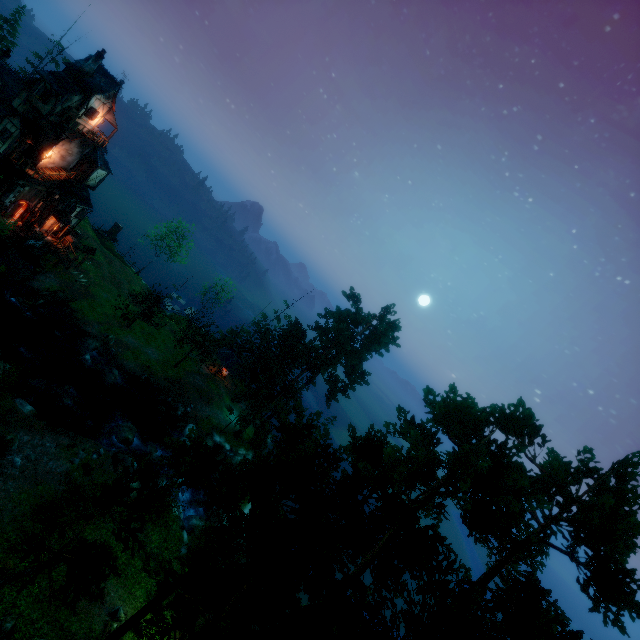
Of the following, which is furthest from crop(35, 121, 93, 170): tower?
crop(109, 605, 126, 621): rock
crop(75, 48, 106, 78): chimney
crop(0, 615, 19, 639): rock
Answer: crop(109, 605, 126, 621): rock

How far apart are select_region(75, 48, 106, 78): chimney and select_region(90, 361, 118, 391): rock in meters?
29.1

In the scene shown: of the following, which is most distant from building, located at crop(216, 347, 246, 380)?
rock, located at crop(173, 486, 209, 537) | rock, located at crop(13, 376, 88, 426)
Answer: rock, located at crop(13, 376, 88, 426)

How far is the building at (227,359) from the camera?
46.7 meters

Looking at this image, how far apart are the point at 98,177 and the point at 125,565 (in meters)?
40.27

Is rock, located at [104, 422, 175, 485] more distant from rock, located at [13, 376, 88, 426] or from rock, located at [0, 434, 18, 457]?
rock, located at [0, 434, 18, 457]

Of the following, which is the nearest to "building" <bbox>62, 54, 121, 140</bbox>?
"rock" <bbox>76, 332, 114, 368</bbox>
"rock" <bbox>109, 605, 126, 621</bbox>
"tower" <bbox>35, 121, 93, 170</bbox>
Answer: "tower" <bbox>35, 121, 93, 170</bbox>

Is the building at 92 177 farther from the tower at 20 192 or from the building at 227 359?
the building at 227 359
